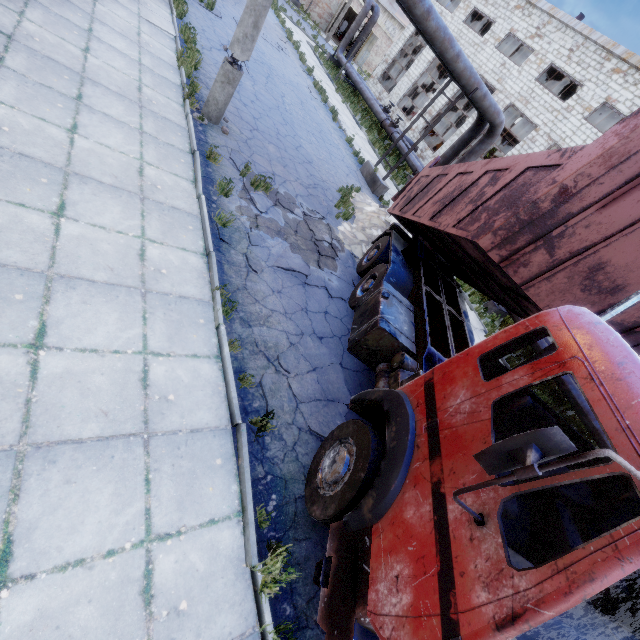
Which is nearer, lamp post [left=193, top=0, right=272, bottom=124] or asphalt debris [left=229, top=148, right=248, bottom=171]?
lamp post [left=193, top=0, right=272, bottom=124]

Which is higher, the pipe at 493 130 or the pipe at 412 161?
the pipe at 493 130

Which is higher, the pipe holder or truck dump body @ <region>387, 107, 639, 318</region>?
truck dump body @ <region>387, 107, 639, 318</region>

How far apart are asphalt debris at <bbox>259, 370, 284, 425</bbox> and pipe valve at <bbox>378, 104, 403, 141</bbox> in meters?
20.7 m

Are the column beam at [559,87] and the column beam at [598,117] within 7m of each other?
yes

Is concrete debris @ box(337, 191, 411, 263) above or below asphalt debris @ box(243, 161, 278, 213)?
above

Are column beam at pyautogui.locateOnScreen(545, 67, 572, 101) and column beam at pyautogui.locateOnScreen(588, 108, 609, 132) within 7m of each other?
yes

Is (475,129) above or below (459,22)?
below
